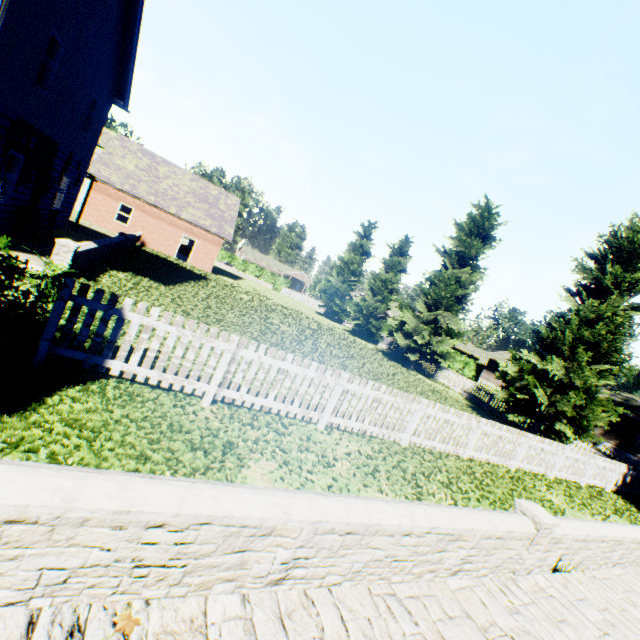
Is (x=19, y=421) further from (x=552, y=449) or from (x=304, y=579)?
(x=552, y=449)

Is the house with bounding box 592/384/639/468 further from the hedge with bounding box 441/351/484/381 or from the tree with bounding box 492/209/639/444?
the tree with bounding box 492/209/639/444

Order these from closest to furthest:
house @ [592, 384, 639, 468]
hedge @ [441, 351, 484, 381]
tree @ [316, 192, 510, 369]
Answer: tree @ [316, 192, 510, 369], house @ [592, 384, 639, 468], hedge @ [441, 351, 484, 381]

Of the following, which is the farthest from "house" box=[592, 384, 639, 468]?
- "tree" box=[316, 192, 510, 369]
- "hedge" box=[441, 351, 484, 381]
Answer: "tree" box=[316, 192, 510, 369]

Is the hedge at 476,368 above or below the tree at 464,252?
below

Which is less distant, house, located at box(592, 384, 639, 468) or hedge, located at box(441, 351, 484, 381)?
house, located at box(592, 384, 639, 468)

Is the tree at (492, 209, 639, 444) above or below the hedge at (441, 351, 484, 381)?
above

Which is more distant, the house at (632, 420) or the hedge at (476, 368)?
the hedge at (476, 368)
